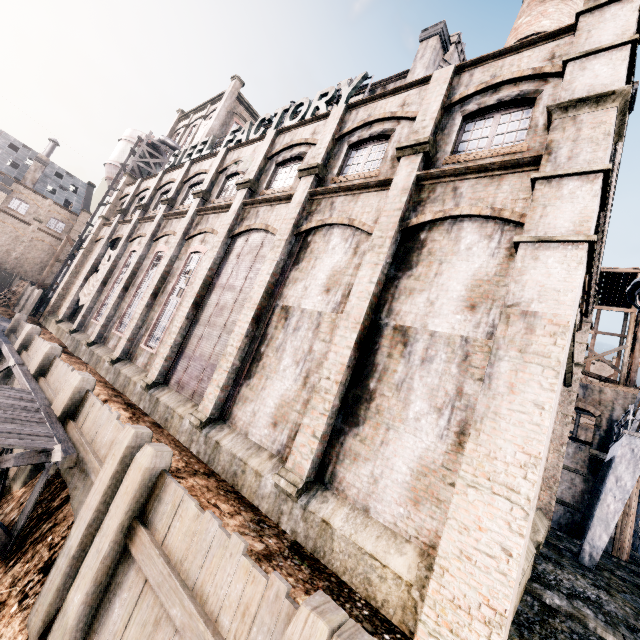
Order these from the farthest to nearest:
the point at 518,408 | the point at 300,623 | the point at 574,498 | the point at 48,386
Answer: the point at 574,498, the point at 48,386, the point at 518,408, the point at 300,623

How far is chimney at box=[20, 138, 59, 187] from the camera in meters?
45.3

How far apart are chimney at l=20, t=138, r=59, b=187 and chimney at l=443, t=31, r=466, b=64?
52.7 meters

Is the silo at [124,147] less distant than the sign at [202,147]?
No

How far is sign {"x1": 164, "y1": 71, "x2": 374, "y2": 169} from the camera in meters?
14.2 m

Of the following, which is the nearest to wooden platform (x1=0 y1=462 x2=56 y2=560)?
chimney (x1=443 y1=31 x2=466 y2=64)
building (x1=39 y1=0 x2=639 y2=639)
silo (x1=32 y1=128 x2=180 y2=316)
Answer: building (x1=39 y1=0 x2=639 y2=639)

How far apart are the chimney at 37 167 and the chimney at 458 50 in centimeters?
5274cm

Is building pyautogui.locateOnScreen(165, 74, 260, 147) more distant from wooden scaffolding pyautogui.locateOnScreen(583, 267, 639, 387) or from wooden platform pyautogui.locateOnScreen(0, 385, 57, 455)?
wooden platform pyautogui.locateOnScreen(0, 385, 57, 455)
